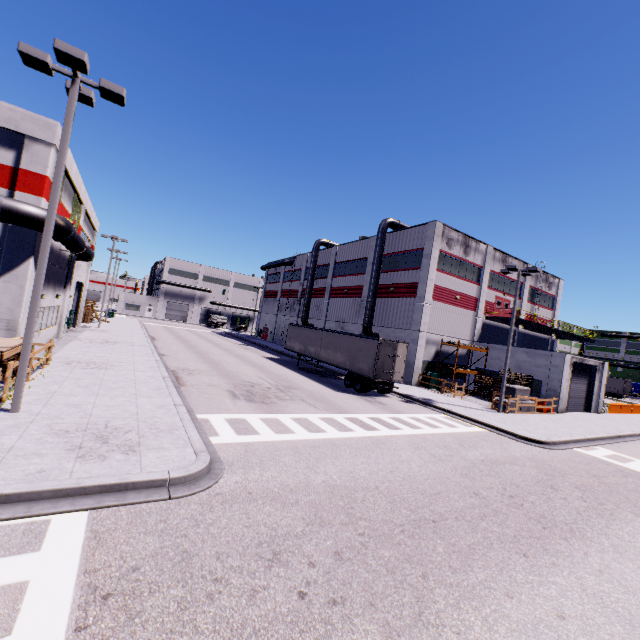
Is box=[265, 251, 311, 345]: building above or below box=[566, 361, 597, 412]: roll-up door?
above

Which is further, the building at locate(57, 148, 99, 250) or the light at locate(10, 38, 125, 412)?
the building at locate(57, 148, 99, 250)

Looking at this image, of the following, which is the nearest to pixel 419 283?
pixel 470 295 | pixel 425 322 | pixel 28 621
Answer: pixel 425 322

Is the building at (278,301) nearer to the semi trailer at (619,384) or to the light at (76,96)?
the semi trailer at (619,384)

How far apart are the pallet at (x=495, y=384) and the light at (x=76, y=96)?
30.4m

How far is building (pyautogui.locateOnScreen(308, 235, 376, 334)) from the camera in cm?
3612

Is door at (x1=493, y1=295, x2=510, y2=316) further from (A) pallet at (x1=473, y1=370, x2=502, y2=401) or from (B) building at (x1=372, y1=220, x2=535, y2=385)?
(A) pallet at (x1=473, y1=370, x2=502, y2=401)

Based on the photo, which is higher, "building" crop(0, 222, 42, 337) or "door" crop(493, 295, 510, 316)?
"door" crop(493, 295, 510, 316)
